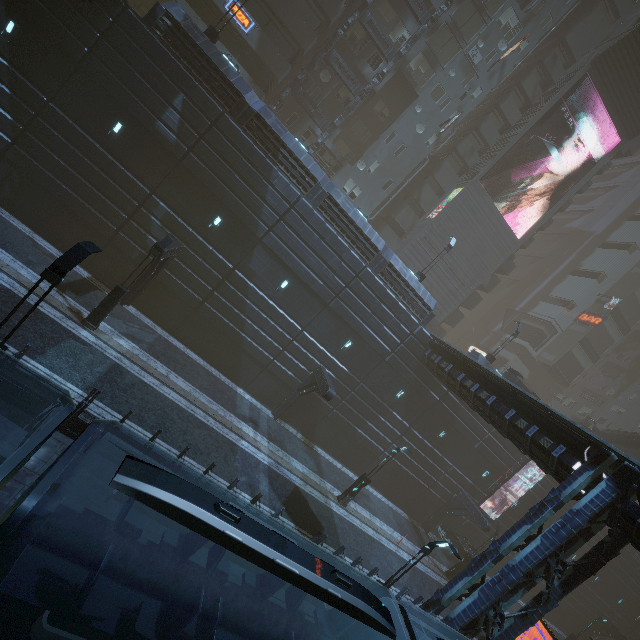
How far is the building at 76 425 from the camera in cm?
989

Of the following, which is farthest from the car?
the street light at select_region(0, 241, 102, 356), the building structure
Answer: the building structure

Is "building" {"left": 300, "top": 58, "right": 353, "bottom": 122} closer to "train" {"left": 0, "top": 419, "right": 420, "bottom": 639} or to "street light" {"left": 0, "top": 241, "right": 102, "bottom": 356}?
"street light" {"left": 0, "top": 241, "right": 102, "bottom": 356}

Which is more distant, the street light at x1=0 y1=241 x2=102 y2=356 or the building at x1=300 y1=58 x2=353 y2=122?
the building at x1=300 y1=58 x2=353 y2=122

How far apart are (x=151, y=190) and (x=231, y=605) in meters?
19.3

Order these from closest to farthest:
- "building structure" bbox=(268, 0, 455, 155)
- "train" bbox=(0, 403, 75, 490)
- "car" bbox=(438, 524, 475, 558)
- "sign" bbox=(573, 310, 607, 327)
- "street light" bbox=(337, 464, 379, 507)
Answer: "train" bbox=(0, 403, 75, 490) < "street light" bbox=(337, 464, 379, 507) < "building structure" bbox=(268, 0, 455, 155) < "car" bbox=(438, 524, 475, 558) < "sign" bbox=(573, 310, 607, 327)

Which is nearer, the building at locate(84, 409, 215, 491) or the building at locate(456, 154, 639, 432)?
the building at locate(84, 409, 215, 491)

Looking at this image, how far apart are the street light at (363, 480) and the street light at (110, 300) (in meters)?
16.69
